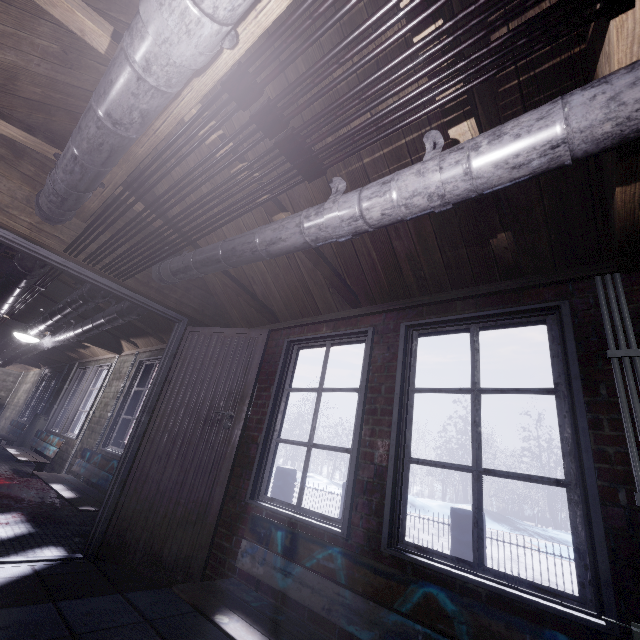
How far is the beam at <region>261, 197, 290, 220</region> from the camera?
1.9m

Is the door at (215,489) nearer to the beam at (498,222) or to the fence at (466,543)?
the beam at (498,222)

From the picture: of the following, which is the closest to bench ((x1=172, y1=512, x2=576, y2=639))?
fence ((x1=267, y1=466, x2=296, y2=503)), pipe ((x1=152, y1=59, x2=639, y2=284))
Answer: pipe ((x1=152, y1=59, x2=639, y2=284))

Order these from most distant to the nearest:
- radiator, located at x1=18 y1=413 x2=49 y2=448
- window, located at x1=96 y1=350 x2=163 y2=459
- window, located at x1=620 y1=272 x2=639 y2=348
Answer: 1. radiator, located at x1=18 y1=413 x2=49 y2=448
2. window, located at x1=96 y1=350 x2=163 y2=459
3. window, located at x1=620 y1=272 x2=639 y2=348

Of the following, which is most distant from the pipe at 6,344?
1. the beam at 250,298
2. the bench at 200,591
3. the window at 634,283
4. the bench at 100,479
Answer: the bench at 200,591

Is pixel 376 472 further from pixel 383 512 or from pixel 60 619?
pixel 60 619

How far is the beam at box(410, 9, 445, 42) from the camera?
1.02m

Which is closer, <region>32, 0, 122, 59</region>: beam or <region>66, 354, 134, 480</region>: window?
<region>32, 0, 122, 59</region>: beam
